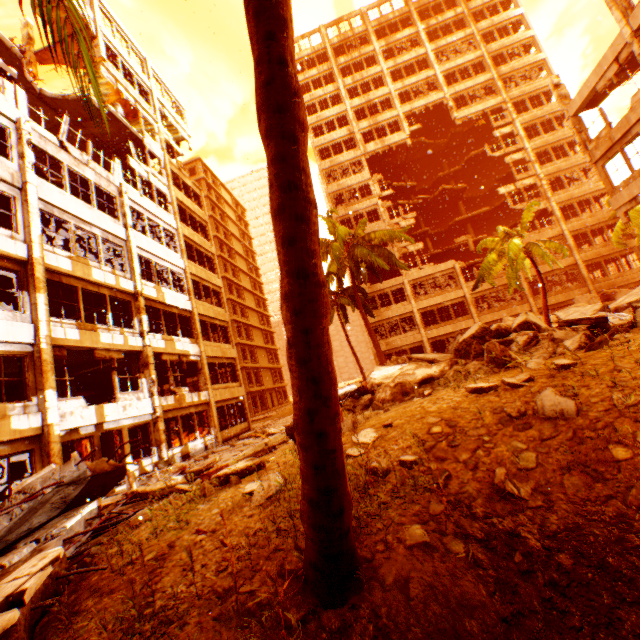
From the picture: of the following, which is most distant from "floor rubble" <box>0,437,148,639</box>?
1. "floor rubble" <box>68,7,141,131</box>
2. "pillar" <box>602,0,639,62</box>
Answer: "pillar" <box>602,0,639,62</box>

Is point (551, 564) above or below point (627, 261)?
below

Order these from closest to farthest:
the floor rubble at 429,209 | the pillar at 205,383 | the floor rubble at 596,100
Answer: the floor rubble at 596,100, the pillar at 205,383, the floor rubble at 429,209

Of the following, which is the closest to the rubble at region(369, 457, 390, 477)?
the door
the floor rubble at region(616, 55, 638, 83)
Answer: the door

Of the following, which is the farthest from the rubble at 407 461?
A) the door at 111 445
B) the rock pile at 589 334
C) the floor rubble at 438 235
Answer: the floor rubble at 438 235

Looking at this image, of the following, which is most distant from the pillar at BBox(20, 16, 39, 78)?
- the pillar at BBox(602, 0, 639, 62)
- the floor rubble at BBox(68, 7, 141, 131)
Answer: the pillar at BBox(602, 0, 639, 62)

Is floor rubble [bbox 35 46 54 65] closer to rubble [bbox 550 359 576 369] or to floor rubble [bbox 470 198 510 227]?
rubble [bbox 550 359 576 369]

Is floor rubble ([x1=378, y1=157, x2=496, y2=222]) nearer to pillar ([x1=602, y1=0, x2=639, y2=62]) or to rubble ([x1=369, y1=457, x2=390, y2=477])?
rubble ([x1=369, y1=457, x2=390, y2=477])
